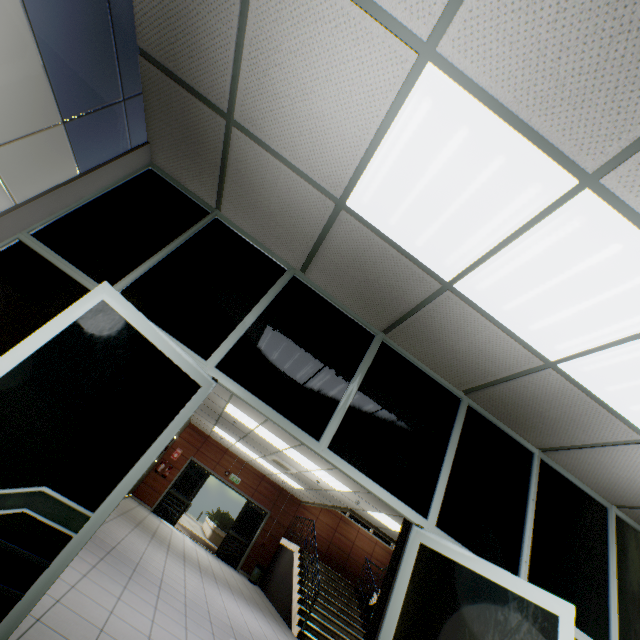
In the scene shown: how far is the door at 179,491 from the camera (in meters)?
12.59

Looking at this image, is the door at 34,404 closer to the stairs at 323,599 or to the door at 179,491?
the stairs at 323,599

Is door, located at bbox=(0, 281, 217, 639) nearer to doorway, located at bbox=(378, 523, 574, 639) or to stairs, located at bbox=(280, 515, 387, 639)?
doorway, located at bbox=(378, 523, 574, 639)

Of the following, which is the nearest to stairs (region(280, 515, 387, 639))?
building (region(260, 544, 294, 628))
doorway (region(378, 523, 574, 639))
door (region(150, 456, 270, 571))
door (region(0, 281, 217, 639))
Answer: building (region(260, 544, 294, 628))

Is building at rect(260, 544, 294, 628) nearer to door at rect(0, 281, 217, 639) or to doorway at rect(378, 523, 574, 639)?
doorway at rect(378, 523, 574, 639)

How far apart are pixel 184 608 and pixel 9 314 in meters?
5.4 m

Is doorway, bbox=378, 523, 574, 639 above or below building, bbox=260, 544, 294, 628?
above
